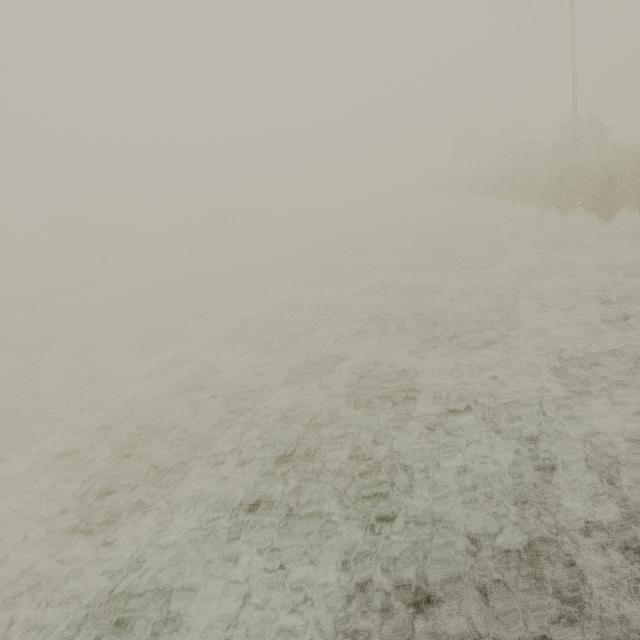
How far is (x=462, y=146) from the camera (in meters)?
49.62
